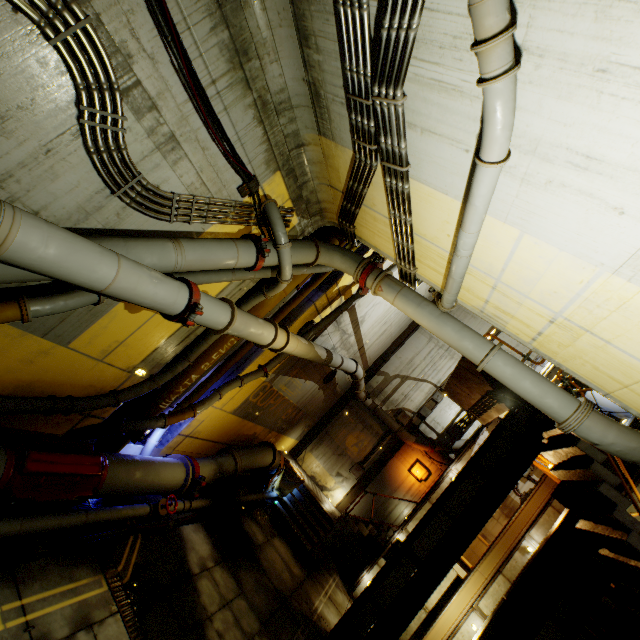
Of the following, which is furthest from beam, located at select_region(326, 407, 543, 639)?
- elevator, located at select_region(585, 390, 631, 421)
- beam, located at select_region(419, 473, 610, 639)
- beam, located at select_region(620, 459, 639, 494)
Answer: beam, located at select_region(620, 459, 639, 494)

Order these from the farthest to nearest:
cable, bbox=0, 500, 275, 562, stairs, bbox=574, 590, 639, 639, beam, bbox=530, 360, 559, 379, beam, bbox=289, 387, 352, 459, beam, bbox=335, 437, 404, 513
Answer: beam, bbox=289, 387, 352, 459
beam, bbox=335, 437, 404, 513
beam, bbox=530, 360, 559, 379
stairs, bbox=574, 590, 639, 639
cable, bbox=0, 500, 275, 562

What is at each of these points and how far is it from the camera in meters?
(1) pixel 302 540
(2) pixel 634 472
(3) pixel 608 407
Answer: (1) stairs, 11.7 m
(2) beam, 8.5 m
(3) elevator, 12.1 m

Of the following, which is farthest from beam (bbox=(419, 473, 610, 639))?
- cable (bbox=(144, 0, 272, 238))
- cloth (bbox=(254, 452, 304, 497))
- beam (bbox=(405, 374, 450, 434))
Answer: cable (bbox=(144, 0, 272, 238))

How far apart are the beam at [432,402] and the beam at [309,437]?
2.84m

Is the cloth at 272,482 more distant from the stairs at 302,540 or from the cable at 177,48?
the cable at 177,48

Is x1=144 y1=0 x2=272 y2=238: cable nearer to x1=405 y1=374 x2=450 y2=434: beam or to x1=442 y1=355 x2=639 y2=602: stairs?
x1=442 y1=355 x2=639 y2=602: stairs

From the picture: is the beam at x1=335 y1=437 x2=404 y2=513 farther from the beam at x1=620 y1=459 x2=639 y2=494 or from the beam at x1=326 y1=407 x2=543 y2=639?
the beam at x1=620 y1=459 x2=639 y2=494
